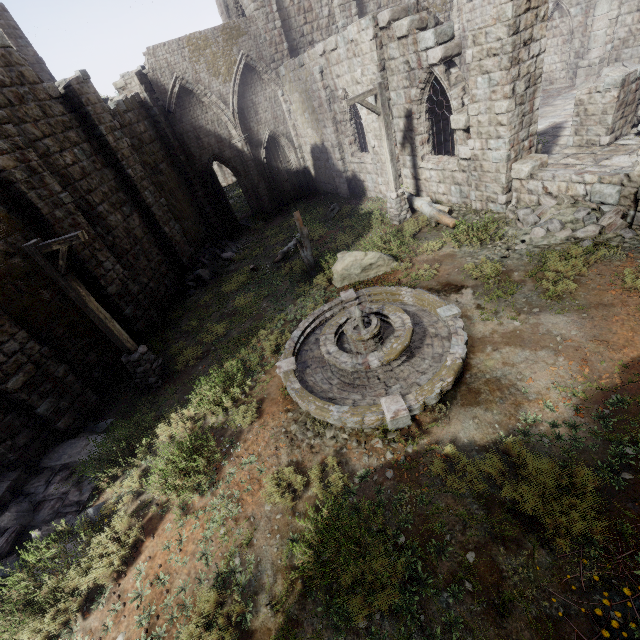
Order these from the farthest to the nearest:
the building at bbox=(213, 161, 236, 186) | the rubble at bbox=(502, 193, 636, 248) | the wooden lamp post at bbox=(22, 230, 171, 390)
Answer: the building at bbox=(213, 161, 236, 186)
the rubble at bbox=(502, 193, 636, 248)
the wooden lamp post at bbox=(22, 230, 171, 390)

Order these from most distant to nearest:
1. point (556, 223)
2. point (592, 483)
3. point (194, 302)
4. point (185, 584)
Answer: point (194, 302) < point (556, 223) < point (185, 584) < point (592, 483)

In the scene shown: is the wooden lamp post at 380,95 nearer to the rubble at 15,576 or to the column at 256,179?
the column at 256,179

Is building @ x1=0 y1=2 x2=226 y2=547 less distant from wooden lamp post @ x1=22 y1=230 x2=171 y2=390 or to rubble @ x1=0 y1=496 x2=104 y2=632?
rubble @ x1=0 y1=496 x2=104 y2=632

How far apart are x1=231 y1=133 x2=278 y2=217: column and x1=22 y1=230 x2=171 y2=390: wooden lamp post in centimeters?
1393cm

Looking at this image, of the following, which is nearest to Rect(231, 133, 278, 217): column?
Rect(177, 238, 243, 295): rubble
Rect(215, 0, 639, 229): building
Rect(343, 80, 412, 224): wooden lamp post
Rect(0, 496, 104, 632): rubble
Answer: Rect(215, 0, 639, 229): building

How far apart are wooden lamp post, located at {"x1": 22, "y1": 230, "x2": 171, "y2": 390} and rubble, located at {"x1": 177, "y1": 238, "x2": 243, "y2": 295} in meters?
6.4

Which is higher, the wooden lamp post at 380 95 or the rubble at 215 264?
the wooden lamp post at 380 95
